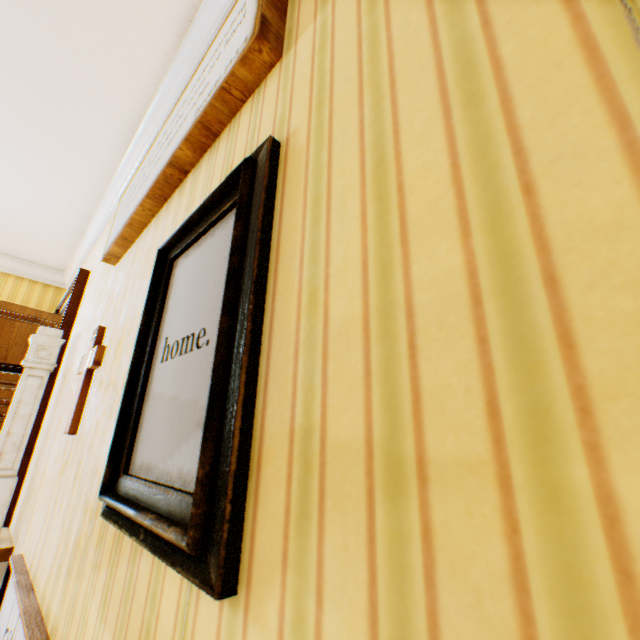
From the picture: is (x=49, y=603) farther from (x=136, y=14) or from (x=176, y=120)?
(x=136, y=14)

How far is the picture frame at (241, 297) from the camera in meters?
0.6

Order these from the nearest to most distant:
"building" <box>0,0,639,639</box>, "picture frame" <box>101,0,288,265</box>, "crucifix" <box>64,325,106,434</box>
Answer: "building" <box>0,0,639,639</box> < "picture frame" <box>101,0,288,265</box> < "crucifix" <box>64,325,106,434</box>

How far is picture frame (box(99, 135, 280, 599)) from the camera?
0.6m

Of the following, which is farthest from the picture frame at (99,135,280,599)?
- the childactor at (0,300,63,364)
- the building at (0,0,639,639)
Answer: the childactor at (0,300,63,364)

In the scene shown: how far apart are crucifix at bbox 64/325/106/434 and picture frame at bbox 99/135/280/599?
0.8m

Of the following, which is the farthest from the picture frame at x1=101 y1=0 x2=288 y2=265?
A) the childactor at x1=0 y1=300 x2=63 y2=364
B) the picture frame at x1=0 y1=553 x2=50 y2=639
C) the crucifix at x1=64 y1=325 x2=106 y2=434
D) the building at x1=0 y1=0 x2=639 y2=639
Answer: the childactor at x1=0 y1=300 x2=63 y2=364

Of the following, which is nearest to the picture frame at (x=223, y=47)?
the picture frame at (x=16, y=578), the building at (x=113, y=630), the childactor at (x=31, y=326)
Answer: the building at (x=113, y=630)
